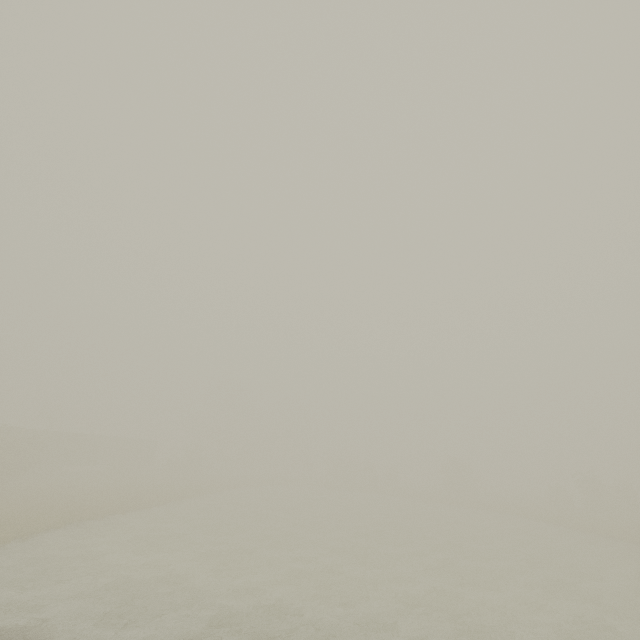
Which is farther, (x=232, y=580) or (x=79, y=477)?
(x=79, y=477)

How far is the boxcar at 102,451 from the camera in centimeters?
3859cm

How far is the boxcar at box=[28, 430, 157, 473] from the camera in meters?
38.6 m
